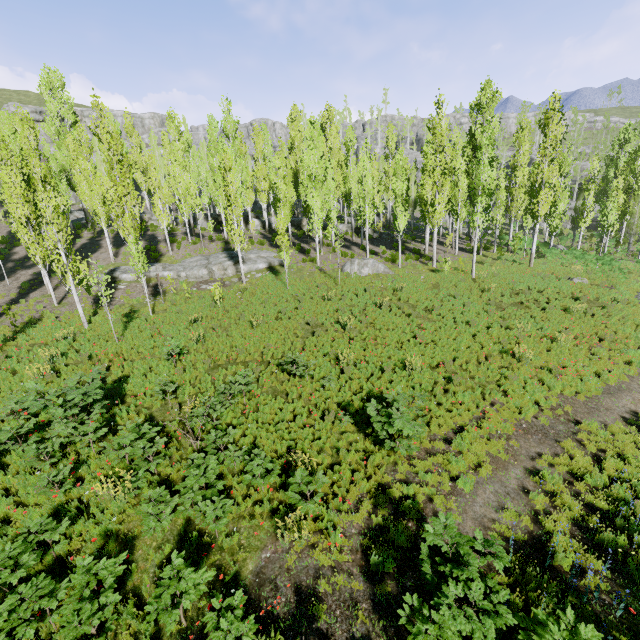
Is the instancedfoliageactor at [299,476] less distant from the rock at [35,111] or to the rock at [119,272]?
the rock at [35,111]

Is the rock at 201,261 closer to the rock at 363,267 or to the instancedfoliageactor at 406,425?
the instancedfoliageactor at 406,425

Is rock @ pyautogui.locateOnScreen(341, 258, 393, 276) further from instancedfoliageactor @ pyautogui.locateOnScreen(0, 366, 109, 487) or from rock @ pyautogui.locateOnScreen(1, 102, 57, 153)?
rock @ pyautogui.locateOnScreen(1, 102, 57, 153)

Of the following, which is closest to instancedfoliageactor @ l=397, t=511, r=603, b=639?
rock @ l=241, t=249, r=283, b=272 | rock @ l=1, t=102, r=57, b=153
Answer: rock @ l=1, t=102, r=57, b=153

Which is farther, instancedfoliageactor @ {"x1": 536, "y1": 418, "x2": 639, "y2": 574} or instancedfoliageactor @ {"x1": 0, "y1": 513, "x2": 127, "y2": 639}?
instancedfoliageactor @ {"x1": 536, "y1": 418, "x2": 639, "y2": 574}

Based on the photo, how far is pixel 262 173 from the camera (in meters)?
33.69

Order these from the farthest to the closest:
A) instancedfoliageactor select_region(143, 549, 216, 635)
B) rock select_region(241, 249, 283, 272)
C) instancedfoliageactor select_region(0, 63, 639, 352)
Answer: rock select_region(241, 249, 283, 272), instancedfoliageactor select_region(0, 63, 639, 352), instancedfoliageactor select_region(143, 549, 216, 635)
